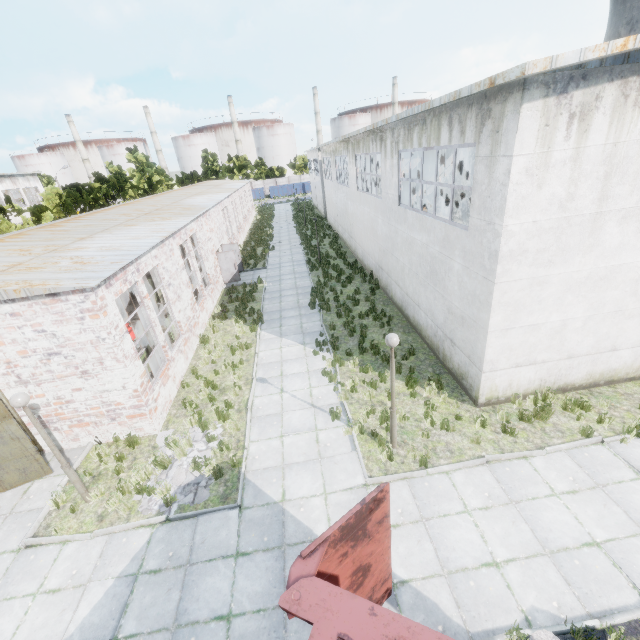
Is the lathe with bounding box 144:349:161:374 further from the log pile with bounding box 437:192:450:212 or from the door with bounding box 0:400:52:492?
the log pile with bounding box 437:192:450:212

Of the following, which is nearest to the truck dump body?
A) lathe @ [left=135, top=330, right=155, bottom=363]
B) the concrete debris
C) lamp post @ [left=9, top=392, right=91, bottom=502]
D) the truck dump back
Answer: the truck dump back

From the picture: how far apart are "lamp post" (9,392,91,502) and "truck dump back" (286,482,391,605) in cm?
665

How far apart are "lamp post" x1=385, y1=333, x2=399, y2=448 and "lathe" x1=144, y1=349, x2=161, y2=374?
8.67m

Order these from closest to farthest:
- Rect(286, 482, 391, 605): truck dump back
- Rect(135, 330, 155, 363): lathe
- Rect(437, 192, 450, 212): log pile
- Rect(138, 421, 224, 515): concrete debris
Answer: Rect(286, 482, 391, 605): truck dump back → Rect(138, 421, 224, 515): concrete debris → Rect(135, 330, 155, 363): lathe → Rect(437, 192, 450, 212): log pile

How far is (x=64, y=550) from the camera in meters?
7.1

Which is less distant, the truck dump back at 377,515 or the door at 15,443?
the truck dump back at 377,515

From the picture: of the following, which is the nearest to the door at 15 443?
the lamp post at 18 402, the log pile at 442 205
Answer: the lamp post at 18 402
